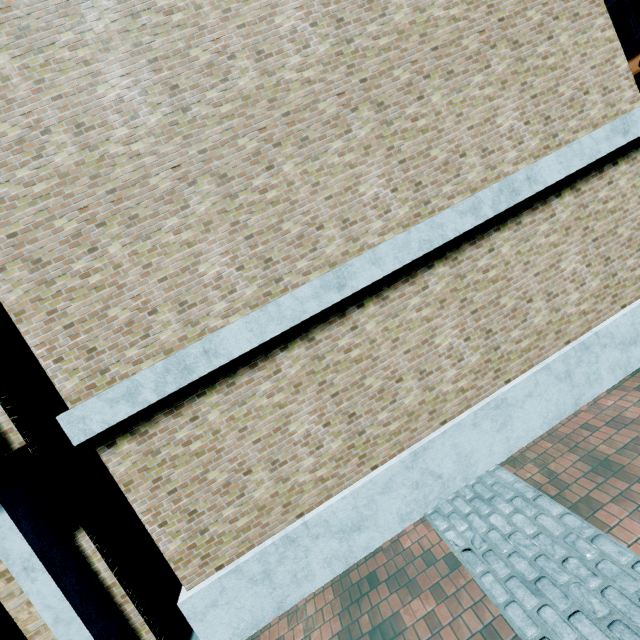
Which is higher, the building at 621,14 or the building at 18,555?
the building at 621,14

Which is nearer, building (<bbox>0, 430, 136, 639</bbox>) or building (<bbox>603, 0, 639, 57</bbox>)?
building (<bbox>0, 430, 136, 639</bbox>)

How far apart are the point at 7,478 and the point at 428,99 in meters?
7.0

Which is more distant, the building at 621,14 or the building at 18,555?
the building at 621,14

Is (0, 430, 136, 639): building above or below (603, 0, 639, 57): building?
below
